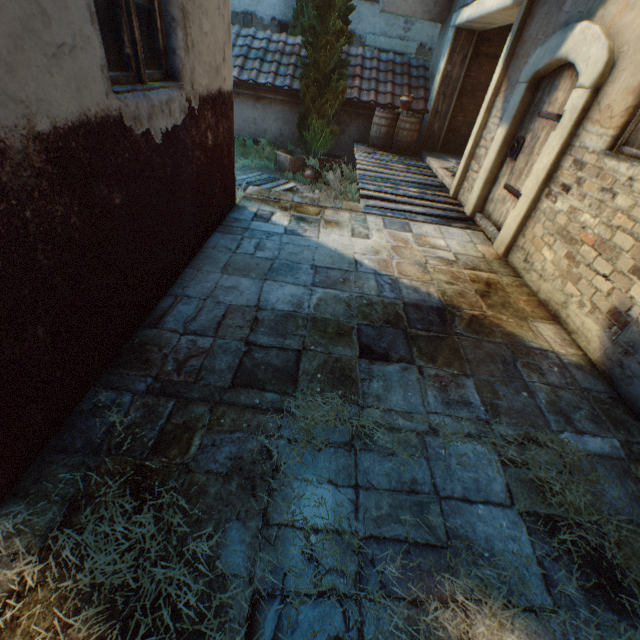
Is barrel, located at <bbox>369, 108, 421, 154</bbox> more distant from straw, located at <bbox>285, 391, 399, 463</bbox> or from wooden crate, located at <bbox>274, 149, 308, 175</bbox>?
straw, located at <bbox>285, 391, 399, 463</bbox>

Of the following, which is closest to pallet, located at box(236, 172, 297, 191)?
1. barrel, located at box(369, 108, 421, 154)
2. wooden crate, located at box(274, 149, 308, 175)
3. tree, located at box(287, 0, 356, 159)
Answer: wooden crate, located at box(274, 149, 308, 175)

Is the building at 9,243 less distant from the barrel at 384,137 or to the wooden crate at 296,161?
the wooden crate at 296,161

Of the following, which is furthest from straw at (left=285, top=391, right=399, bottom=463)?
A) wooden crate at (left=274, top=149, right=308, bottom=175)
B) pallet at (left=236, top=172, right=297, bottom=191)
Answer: wooden crate at (left=274, top=149, right=308, bottom=175)

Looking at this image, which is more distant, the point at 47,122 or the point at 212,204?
the point at 212,204

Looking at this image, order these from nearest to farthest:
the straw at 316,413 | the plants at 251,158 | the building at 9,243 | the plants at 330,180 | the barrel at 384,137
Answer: the building at 9,243 < the straw at 316,413 < the plants at 330,180 < the barrel at 384,137 < the plants at 251,158

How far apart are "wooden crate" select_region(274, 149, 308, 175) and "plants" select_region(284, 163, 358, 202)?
0.8 meters

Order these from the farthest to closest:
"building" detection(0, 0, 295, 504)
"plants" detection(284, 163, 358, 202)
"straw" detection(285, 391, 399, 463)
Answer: "plants" detection(284, 163, 358, 202) → "straw" detection(285, 391, 399, 463) → "building" detection(0, 0, 295, 504)
